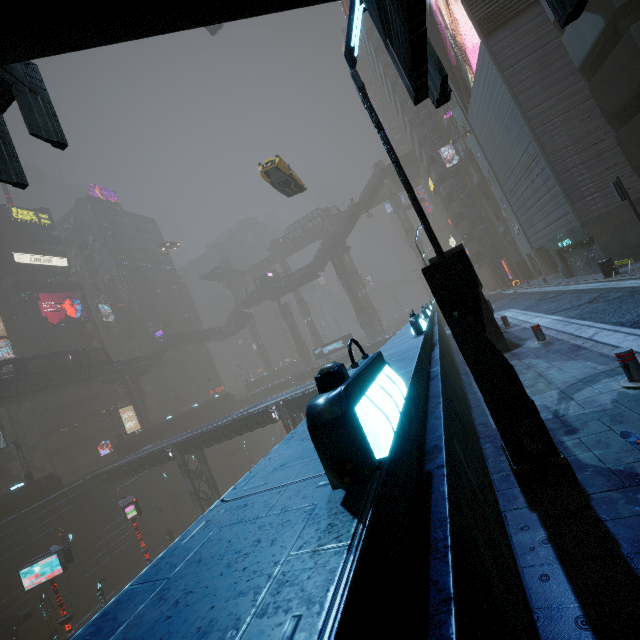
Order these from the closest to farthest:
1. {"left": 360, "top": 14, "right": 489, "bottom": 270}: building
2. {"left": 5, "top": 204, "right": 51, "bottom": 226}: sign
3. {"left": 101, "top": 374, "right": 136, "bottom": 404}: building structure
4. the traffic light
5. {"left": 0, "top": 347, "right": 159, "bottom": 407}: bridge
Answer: the traffic light
{"left": 0, "top": 347, "right": 159, "bottom": 407}: bridge
{"left": 360, "top": 14, "right": 489, "bottom": 270}: building
{"left": 101, "top": 374, "right": 136, "bottom": 404}: building structure
{"left": 5, "top": 204, "right": 51, "bottom": 226}: sign

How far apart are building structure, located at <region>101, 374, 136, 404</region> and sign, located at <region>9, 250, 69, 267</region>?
22.7m

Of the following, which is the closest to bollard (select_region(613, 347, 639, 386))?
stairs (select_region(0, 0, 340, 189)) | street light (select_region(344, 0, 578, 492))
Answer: street light (select_region(344, 0, 578, 492))

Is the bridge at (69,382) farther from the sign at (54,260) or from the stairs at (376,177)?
the stairs at (376,177)

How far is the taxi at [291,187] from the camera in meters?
19.4

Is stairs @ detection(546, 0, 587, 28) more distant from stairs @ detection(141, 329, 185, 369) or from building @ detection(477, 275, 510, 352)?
stairs @ detection(141, 329, 185, 369)

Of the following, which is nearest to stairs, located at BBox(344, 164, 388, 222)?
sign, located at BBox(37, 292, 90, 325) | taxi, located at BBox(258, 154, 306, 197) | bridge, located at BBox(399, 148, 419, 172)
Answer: bridge, located at BBox(399, 148, 419, 172)

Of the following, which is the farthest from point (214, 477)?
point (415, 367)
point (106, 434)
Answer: point (415, 367)
